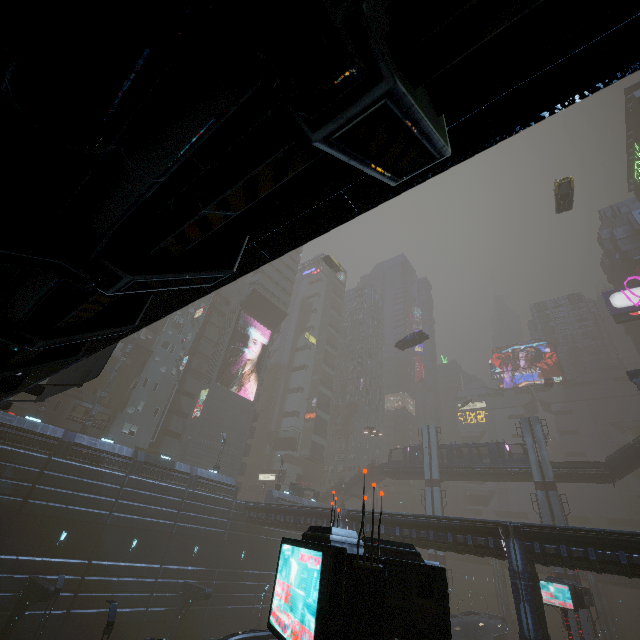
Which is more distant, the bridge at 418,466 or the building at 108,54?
the bridge at 418,466

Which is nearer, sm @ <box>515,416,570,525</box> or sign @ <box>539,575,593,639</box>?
sign @ <box>539,575,593,639</box>

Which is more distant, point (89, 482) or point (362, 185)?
point (89, 482)

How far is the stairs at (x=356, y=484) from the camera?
55.9 meters

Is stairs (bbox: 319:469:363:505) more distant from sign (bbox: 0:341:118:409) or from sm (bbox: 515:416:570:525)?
sign (bbox: 0:341:118:409)

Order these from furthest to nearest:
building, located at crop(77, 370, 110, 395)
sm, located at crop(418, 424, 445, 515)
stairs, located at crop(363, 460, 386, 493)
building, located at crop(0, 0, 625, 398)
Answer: stairs, located at crop(363, 460, 386, 493) < sm, located at crop(418, 424, 445, 515) < building, located at crop(77, 370, 110, 395) < building, located at crop(0, 0, 625, 398)

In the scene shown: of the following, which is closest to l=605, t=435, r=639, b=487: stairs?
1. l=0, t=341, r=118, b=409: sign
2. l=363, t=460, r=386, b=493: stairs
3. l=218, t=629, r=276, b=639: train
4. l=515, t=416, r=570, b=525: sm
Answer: l=515, t=416, r=570, b=525: sm

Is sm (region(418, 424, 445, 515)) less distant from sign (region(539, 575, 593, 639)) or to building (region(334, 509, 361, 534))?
building (region(334, 509, 361, 534))
